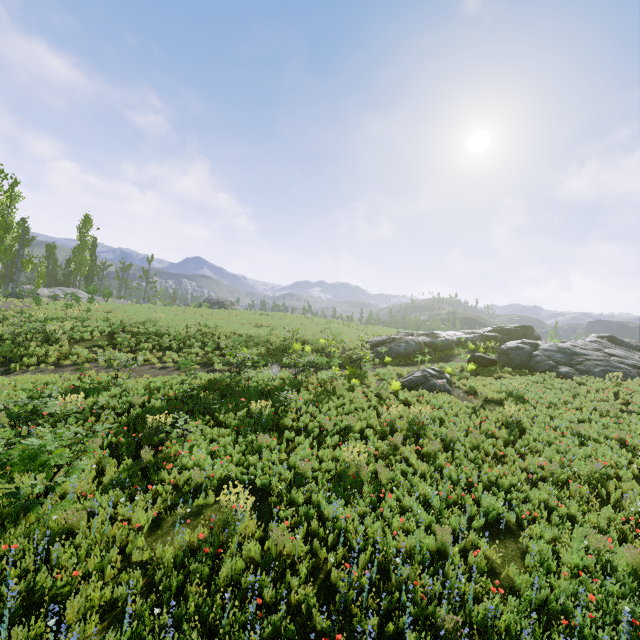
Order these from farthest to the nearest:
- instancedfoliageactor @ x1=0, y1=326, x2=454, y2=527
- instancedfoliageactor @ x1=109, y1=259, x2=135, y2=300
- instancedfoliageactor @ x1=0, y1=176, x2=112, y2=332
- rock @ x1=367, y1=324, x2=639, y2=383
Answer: instancedfoliageactor @ x1=109, y1=259, x2=135, y2=300
instancedfoliageactor @ x1=0, y1=176, x2=112, y2=332
rock @ x1=367, y1=324, x2=639, y2=383
instancedfoliageactor @ x1=0, y1=326, x2=454, y2=527

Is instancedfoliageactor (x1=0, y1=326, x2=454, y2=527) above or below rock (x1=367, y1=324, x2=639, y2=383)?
below

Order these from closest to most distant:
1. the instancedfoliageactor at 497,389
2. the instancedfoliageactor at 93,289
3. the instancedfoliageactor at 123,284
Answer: the instancedfoliageactor at 497,389 → the instancedfoliageactor at 93,289 → the instancedfoliageactor at 123,284

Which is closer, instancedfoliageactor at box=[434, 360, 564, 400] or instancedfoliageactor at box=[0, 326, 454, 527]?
instancedfoliageactor at box=[0, 326, 454, 527]

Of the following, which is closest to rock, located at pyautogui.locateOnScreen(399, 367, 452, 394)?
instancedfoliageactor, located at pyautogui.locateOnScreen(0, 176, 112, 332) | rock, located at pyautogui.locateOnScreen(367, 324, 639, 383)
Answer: rock, located at pyautogui.locateOnScreen(367, 324, 639, 383)

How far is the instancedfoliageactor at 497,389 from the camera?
15.7m

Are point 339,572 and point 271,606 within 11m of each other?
yes

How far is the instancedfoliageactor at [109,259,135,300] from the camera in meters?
52.5 m
